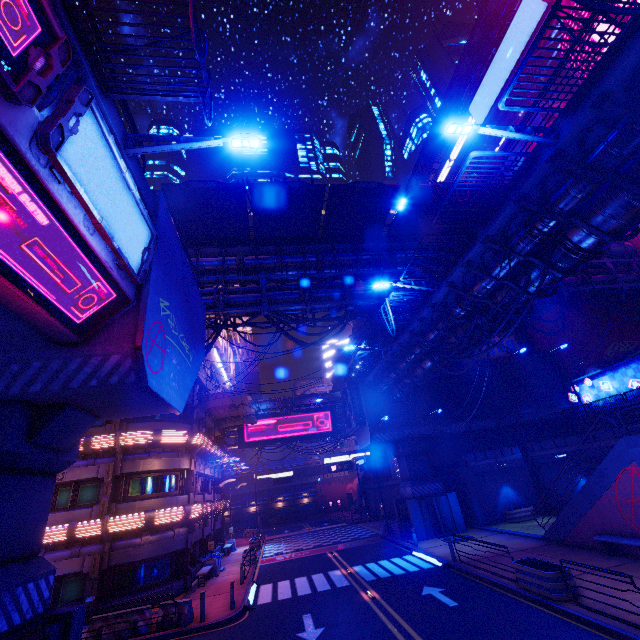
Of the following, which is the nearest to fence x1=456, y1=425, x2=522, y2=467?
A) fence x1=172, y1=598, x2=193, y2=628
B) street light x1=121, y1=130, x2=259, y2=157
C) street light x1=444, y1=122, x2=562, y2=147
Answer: fence x1=172, y1=598, x2=193, y2=628

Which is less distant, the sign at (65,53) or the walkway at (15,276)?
the sign at (65,53)

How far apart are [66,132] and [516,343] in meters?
40.6

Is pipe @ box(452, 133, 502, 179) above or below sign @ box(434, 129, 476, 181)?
below

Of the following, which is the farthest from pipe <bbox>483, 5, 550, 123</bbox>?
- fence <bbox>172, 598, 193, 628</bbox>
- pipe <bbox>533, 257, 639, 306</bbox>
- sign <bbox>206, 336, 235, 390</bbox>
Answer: fence <bbox>172, 598, 193, 628</bbox>

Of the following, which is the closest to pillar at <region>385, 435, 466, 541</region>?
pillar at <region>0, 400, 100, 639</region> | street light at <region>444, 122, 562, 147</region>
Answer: pillar at <region>0, 400, 100, 639</region>

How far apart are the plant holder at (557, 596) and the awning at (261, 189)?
18.48m

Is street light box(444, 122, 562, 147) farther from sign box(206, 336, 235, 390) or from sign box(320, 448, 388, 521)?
sign box(320, 448, 388, 521)
